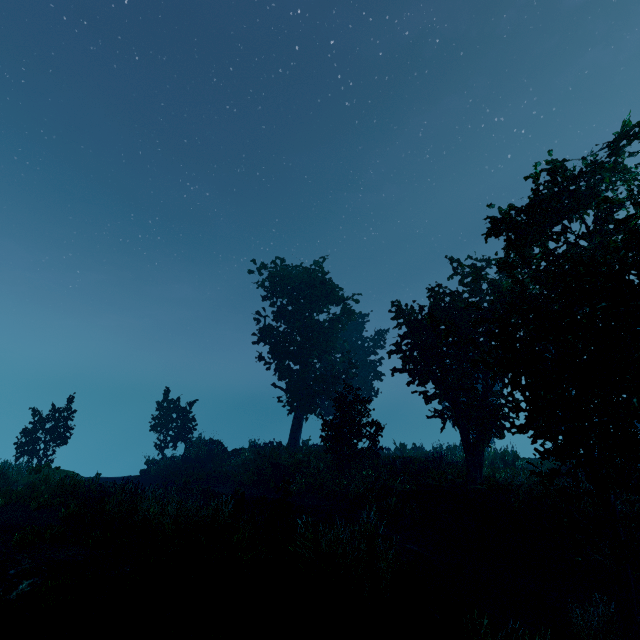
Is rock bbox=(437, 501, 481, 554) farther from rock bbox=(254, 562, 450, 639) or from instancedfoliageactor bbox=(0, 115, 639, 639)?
rock bbox=(254, 562, 450, 639)

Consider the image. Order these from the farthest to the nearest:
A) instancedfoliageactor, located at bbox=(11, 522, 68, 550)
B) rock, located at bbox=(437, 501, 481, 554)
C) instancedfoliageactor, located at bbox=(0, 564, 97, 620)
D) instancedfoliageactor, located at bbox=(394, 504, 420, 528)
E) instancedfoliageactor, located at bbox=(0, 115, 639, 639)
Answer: instancedfoliageactor, located at bbox=(394, 504, 420, 528) → rock, located at bbox=(437, 501, 481, 554) → instancedfoliageactor, located at bbox=(11, 522, 68, 550) → instancedfoliageactor, located at bbox=(0, 115, 639, 639) → instancedfoliageactor, located at bbox=(0, 564, 97, 620)

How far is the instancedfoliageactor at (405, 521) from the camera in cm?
1477

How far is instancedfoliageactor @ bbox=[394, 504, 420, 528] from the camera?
14.8m

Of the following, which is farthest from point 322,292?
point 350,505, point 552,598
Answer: point 552,598

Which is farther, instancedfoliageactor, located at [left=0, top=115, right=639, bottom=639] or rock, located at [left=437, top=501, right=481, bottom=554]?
rock, located at [left=437, top=501, right=481, bottom=554]

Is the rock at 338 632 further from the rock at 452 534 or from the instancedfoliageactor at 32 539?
the rock at 452 534
